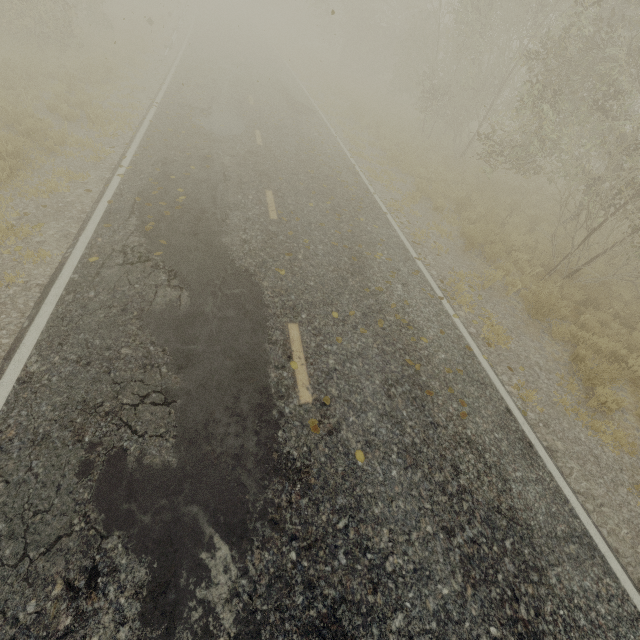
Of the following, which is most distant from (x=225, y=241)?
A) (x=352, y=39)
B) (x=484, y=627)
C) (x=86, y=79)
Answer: (x=352, y=39)
